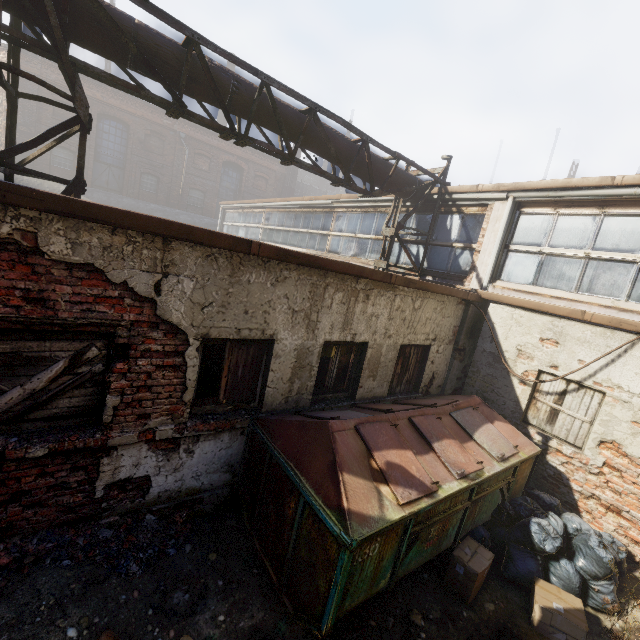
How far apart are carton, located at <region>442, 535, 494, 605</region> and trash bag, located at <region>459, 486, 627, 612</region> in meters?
0.3

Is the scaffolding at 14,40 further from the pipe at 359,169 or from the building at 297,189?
the building at 297,189

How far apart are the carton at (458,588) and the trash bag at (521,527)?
0.3m

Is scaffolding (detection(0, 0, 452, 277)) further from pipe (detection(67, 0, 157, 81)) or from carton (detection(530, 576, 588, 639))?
carton (detection(530, 576, 588, 639))

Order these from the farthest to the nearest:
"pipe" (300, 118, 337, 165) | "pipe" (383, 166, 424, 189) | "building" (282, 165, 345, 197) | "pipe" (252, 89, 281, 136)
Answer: "building" (282, 165, 345, 197) → "pipe" (383, 166, 424, 189) → "pipe" (300, 118, 337, 165) → "pipe" (252, 89, 281, 136)

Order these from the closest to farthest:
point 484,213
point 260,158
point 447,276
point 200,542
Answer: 1. point 200,542
2. point 484,213
3. point 447,276
4. point 260,158

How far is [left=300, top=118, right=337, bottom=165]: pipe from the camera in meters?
6.3

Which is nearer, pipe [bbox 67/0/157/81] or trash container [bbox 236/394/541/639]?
trash container [bbox 236/394/541/639]
